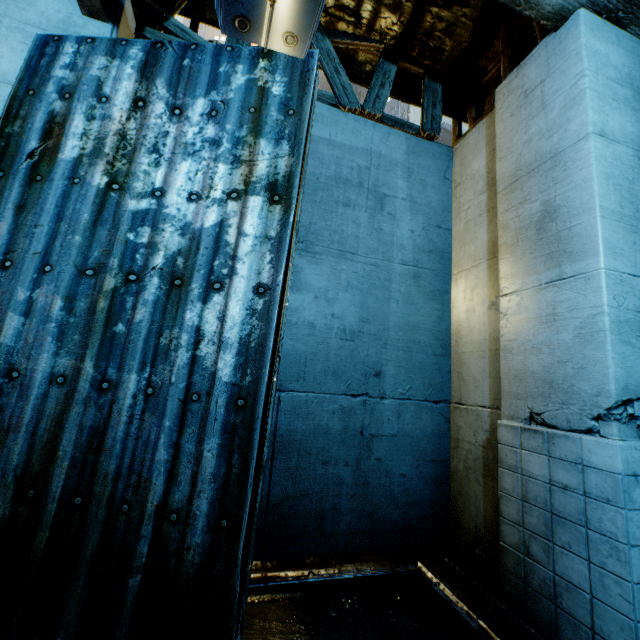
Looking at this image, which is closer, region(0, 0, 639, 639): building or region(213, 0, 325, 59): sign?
region(213, 0, 325, 59): sign

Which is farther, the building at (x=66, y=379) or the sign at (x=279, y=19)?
the building at (x=66, y=379)

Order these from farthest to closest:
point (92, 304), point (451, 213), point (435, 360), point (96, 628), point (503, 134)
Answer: point (451, 213) → point (435, 360) → point (503, 134) → point (92, 304) → point (96, 628)
